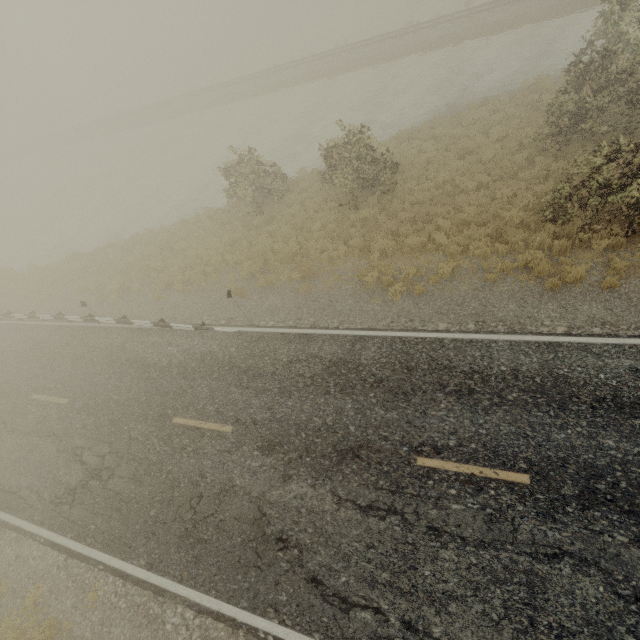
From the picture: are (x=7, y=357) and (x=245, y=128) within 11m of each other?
no
